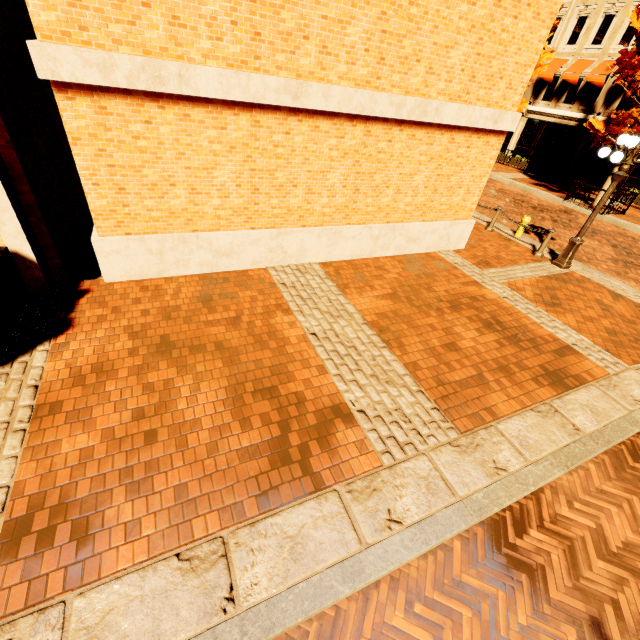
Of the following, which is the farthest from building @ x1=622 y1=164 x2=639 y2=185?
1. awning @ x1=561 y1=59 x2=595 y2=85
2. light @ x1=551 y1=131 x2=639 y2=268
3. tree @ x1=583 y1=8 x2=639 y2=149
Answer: light @ x1=551 y1=131 x2=639 y2=268

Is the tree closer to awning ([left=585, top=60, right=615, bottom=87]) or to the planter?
awning ([left=585, top=60, right=615, bottom=87])

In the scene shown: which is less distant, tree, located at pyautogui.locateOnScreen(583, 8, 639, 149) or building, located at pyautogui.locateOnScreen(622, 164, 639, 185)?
tree, located at pyautogui.locateOnScreen(583, 8, 639, 149)

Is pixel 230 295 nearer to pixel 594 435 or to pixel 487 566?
pixel 487 566

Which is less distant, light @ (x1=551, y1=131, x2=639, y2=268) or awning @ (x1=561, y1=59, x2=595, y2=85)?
light @ (x1=551, y1=131, x2=639, y2=268)

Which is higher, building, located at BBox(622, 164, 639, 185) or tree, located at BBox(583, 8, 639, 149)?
tree, located at BBox(583, 8, 639, 149)

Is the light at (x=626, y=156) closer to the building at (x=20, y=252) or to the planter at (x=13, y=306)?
the building at (x=20, y=252)

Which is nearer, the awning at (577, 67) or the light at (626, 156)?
the light at (626, 156)
